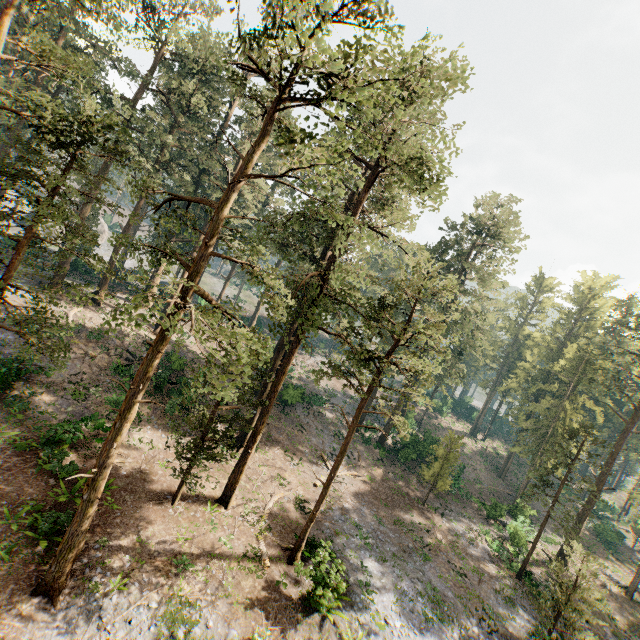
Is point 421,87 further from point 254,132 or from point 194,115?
point 194,115
